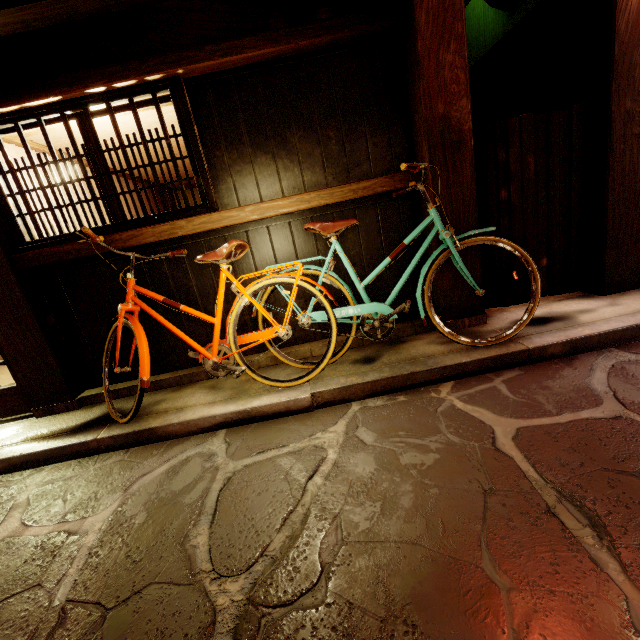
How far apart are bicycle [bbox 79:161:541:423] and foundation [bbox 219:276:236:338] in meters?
0.1

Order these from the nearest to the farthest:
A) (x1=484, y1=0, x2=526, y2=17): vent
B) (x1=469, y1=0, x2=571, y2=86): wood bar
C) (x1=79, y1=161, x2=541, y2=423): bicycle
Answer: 1. (x1=79, y1=161, x2=541, y2=423): bicycle
2. (x1=469, y1=0, x2=571, y2=86): wood bar
3. (x1=484, y1=0, x2=526, y2=17): vent

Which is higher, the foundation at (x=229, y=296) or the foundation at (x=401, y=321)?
the foundation at (x=229, y=296)

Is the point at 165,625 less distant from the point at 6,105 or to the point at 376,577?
the point at 376,577

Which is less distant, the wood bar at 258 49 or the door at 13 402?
the wood bar at 258 49

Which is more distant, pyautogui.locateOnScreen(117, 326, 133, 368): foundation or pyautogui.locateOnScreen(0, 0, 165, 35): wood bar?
pyautogui.locateOnScreen(117, 326, 133, 368): foundation

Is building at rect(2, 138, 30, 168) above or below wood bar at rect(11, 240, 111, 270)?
above
